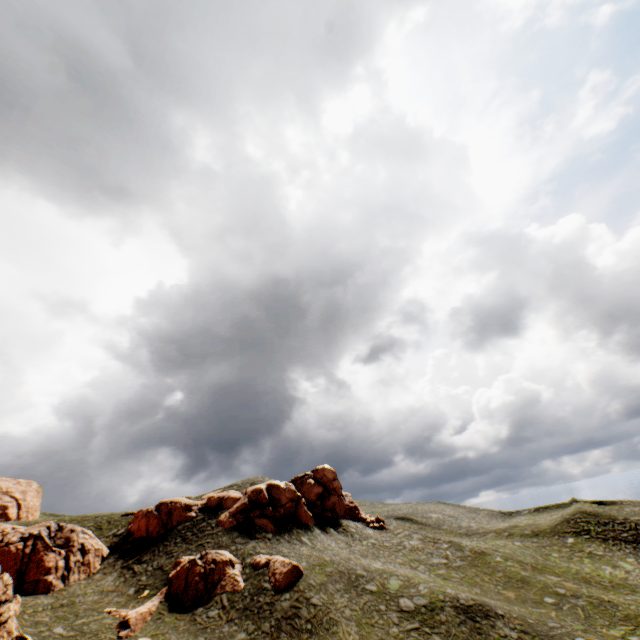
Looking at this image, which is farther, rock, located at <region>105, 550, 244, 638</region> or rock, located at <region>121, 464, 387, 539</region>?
rock, located at <region>121, 464, 387, 539</region>

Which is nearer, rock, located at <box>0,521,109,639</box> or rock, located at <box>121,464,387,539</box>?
rock, located at <box>0,521,109,639</box>

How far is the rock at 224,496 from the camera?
38.6 meters

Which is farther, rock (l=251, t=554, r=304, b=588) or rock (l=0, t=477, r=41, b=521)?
rock (l=0, t=477, r=41, b=521)

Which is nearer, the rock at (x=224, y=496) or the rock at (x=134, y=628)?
the rock at (x=134, y=628)

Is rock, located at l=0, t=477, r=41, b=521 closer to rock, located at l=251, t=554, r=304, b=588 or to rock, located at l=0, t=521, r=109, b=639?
rock, located at l=0, t=521, r=109, b=639

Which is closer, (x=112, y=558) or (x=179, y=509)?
(x=112, y=558)

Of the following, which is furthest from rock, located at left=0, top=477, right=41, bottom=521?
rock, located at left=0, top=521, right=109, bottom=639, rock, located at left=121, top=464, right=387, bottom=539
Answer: rock, located at left=121, top=464, right=387, bottom=539
